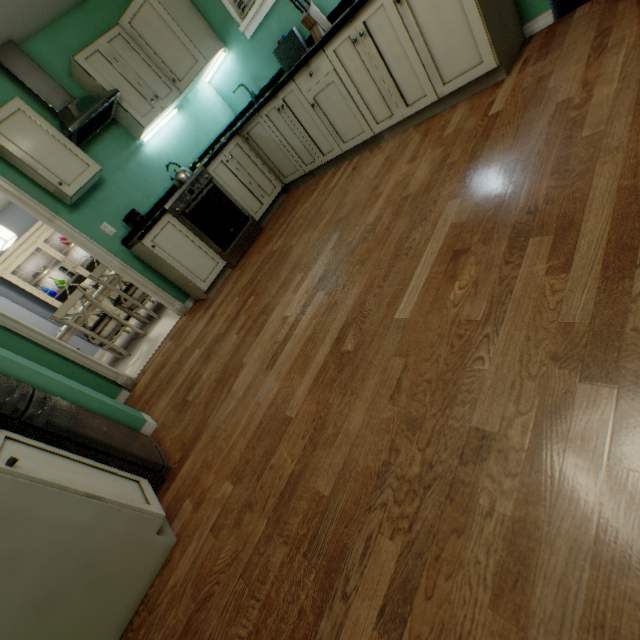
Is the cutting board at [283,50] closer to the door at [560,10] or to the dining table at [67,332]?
the door at [560,10]

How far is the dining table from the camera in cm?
399

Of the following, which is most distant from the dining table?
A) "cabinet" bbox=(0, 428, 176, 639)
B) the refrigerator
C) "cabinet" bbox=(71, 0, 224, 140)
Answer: "cabinet" bbox=(0, 428, 176, 639)

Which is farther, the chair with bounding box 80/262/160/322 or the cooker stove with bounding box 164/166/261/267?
the chair with bounding box 80/262/160/322

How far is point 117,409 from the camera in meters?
2.2 m

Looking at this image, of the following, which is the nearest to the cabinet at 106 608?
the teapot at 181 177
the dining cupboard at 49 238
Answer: the teapot at 181 177

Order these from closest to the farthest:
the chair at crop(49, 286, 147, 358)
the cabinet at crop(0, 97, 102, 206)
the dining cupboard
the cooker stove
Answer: the cabinet at crop(0, 97, 102, 206) < the cooker stove < the chair at crop(49, 286, 147, 358) < the dining cupboard

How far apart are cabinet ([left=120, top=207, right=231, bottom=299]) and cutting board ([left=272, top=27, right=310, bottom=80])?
1.76m
